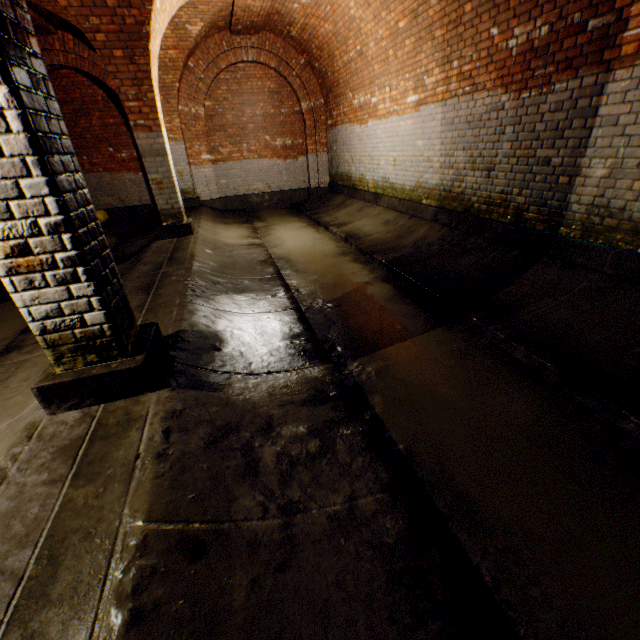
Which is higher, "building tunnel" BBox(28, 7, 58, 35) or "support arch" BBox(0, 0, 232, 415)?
"building tunnel" BBox(28, 7, 58, 35)

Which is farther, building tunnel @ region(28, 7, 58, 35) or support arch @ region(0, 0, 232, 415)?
building tunnel @ region(28, 7, 58, 35)

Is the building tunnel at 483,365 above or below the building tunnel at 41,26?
below

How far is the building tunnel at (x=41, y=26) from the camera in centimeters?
691cm

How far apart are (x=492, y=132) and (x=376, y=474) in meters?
4.8

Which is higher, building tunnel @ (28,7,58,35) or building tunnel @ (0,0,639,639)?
building tunnel @ (28,7,58,35)

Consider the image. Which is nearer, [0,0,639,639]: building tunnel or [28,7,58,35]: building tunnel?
[0,0,639,639]: building tunnel

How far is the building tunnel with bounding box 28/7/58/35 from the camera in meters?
6.9 m
